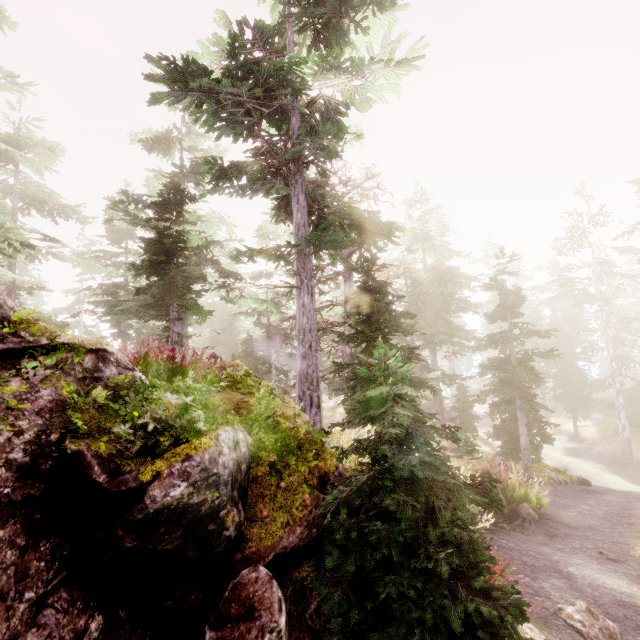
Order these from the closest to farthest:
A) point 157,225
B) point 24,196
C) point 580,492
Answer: point 157,225, point 580,492, point 24,196

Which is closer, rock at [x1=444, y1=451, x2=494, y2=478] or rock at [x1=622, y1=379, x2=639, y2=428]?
rock at [x1=444, y1=451, x2=494, y2=478]

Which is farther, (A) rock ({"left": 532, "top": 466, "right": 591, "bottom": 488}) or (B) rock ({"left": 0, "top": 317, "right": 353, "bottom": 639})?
(A) rock ({"left": 532, "top": 466, "right": 591, "bottom": 488})

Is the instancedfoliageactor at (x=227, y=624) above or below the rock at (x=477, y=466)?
above

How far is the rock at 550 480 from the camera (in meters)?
15.91

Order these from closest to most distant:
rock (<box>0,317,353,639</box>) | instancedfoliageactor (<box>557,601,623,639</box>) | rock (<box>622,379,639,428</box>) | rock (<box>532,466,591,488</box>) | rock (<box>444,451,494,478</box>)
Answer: rock (<box>0,317,353,639</box>)
instancedfoliageactor (<box>557,601,623,639</box>)
rock (<box>444,451,494,478</box>)
rock (<box>532,466,591,488</box>)
rock (<box>622,379,639,428</box>)

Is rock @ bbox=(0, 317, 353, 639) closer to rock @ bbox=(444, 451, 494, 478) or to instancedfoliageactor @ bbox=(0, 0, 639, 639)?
instancedfoliageactor @ bbox=(0, 0, 639, 639)

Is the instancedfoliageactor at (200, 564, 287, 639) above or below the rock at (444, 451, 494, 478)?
above
